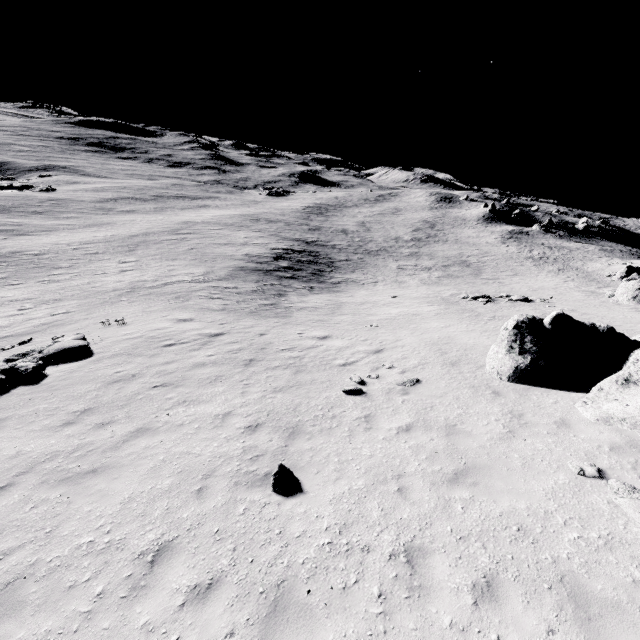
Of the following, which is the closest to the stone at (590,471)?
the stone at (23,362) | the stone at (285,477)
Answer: the stone at (285,477)

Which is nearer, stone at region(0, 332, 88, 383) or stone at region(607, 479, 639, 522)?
stone at region(607, 479, 639, 522)

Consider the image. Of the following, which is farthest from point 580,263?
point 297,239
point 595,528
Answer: point 595,528

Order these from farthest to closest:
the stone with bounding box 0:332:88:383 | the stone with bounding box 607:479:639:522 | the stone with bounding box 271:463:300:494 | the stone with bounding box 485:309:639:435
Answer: the stone with bounding box 0:332:88:383 < the stone with bounding box 485:309:639:435 < the stone with bounding box 271:463:300:494 < the stone with bounding box 607:479:639:522

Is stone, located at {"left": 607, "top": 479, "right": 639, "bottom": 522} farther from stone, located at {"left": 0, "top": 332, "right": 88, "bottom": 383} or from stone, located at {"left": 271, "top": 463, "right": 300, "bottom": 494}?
stone, located at {"left": 0, "top": 332, "right": 88, "bottom": 383}

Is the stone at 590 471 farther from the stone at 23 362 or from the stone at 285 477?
the stone at 23 362

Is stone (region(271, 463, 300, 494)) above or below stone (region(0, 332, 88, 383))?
above

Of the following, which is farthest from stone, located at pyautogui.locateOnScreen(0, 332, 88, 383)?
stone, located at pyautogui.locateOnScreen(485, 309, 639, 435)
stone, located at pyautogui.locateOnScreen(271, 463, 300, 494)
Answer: stone, located at pyautogui.locateOnScreen(485, 309, 639, 435)
